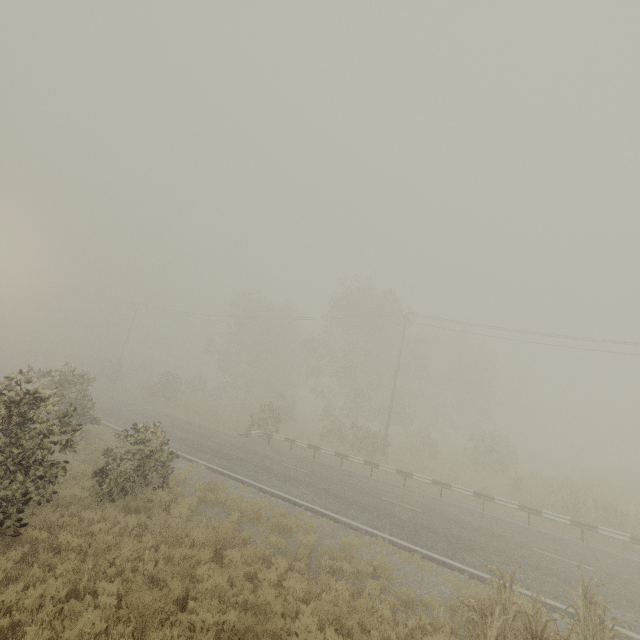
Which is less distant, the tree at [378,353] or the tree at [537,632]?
the tree at [537,632]

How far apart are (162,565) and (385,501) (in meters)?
9.92

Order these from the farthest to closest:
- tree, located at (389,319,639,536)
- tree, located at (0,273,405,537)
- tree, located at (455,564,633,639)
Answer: tree, located at (389,319,639,536) → tree, located at (0,273,405,537) → tree, located at (455,564,633,639)

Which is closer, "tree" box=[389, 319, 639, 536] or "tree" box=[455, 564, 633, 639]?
"tree" box=[455, 564, 633, 639]

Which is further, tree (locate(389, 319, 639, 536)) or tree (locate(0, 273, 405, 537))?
tree (locate(389, 319, 639, 536))

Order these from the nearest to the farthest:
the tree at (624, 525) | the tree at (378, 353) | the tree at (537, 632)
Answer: the tree at (537, 632), the tree at (378, 353), the tree at (624, 525)
